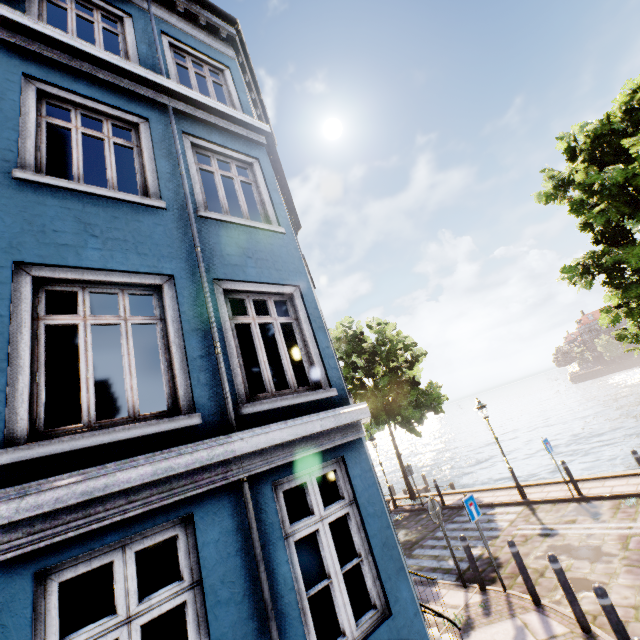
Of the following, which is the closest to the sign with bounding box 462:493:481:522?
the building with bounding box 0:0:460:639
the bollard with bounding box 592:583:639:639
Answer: the building with bounding box 0:0:460:639

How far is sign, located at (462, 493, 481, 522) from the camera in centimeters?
744cm

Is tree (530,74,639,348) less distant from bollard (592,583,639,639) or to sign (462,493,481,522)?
sign (462,493,481,522)

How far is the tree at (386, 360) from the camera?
16.0m

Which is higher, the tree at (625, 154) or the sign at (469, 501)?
the tree at (625, 154)

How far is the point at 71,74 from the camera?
4.7 meters

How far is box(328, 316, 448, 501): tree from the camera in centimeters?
1597cm

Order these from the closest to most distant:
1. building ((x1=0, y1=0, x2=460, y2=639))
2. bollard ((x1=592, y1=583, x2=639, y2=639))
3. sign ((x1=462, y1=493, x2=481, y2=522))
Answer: building ((x1=0, y1=0, x2=460, y2=639))
bollard ((x1=592, y1=583, x2=639, y2=639))
sign ((x1=462, y1=493, x2=481, y2=522))
